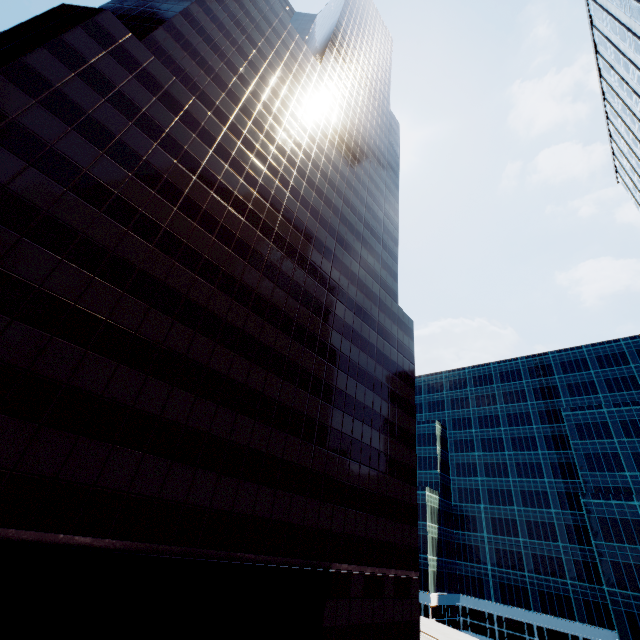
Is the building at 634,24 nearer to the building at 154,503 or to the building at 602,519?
the building at 154,503

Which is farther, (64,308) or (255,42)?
(255,42)

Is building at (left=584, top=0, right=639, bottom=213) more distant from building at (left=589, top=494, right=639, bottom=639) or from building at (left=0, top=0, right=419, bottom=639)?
building at (left=589, top=494, right=639, bottom=639)

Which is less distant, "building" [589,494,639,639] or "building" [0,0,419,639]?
"building" [0,0,419,639]

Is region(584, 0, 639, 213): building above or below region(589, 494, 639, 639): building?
above
